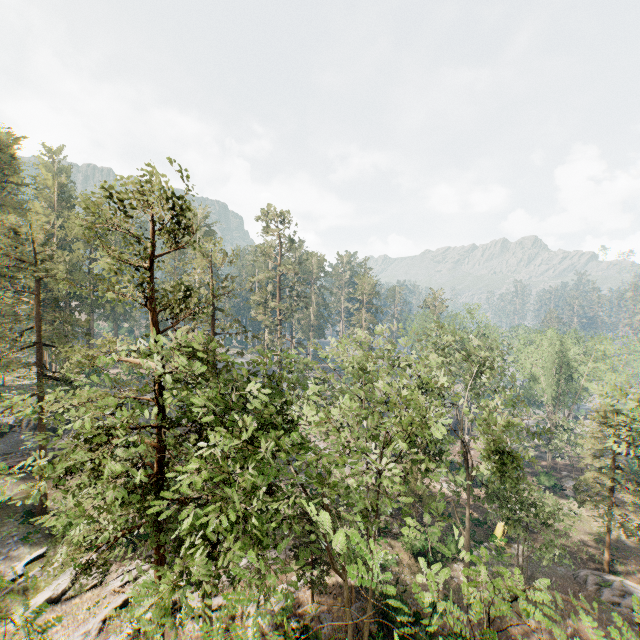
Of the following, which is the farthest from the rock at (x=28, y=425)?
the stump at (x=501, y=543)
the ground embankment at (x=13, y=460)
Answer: the stump at (x=501, y=543)

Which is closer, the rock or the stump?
the stump

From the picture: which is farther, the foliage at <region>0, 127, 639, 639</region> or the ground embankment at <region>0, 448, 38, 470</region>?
the ground embankment at <region>0, 448, 38, 470</region>

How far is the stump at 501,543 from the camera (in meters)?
29.72

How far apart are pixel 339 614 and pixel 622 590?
23.49m

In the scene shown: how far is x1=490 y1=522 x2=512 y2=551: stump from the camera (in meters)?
29.72

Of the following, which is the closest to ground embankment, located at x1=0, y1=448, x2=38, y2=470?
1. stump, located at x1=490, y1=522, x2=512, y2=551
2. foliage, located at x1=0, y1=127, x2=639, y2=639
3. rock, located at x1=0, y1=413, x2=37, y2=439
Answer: rock, located at x1=0, y1=413, x2=37, y2=439

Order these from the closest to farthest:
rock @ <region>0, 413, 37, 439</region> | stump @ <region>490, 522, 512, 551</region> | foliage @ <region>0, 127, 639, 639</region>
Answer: foliage @ <region>0, 127, 639, 639</region> → stump @ <region>490, 522, 512, 551</region> → rock @ <region>0, 413, 37, 439</region>
